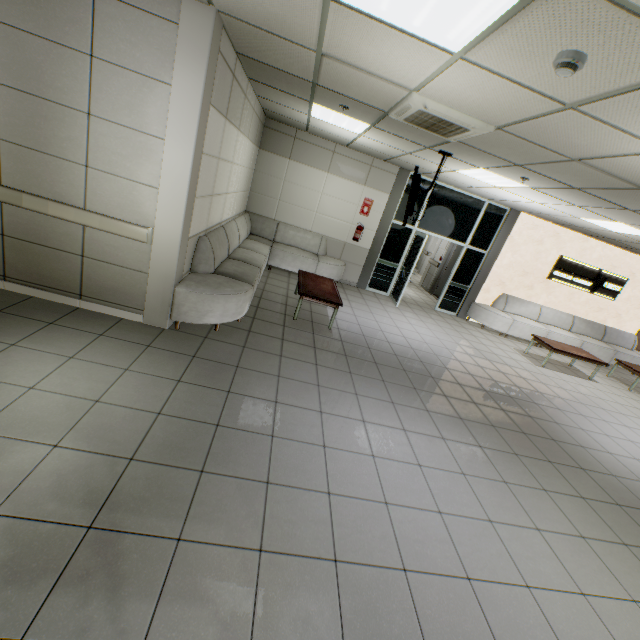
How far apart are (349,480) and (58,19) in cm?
483

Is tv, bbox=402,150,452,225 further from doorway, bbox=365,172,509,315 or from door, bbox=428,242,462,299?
door, bbox=428,242,462,299

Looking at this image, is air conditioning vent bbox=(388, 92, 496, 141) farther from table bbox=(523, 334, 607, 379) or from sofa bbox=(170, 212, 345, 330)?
table bbox=(523, 334, 607, 379)

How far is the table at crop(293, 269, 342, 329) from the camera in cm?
545

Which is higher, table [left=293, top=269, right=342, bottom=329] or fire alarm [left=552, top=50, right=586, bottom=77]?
fire alarm [left=552, top=50, right=586, bottom=77]

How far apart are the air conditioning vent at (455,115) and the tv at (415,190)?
0.5 meters

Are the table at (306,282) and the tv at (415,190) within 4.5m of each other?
yes

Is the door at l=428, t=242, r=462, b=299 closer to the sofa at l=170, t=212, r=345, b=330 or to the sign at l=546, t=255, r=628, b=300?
the sign at l=546, t=255, r=628, b=300
